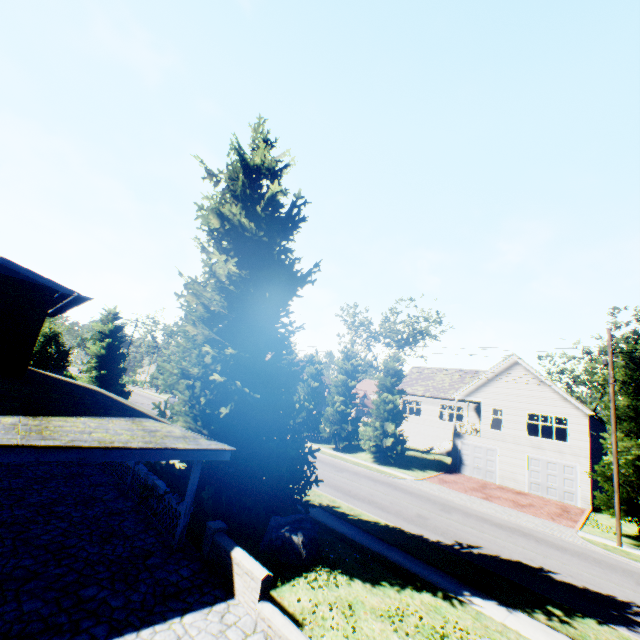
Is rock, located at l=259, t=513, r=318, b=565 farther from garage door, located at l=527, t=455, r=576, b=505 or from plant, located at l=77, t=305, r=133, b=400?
garage door, located at l=527, t=455, r=576, b=505

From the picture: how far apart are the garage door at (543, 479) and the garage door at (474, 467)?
2.2m

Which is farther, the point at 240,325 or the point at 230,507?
the point at 230,507

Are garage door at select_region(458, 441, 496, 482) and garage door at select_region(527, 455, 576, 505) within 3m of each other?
yes

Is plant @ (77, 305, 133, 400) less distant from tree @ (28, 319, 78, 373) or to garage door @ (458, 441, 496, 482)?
tree @ (28, 319, 78, 373)

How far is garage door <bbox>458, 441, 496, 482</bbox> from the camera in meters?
28.0

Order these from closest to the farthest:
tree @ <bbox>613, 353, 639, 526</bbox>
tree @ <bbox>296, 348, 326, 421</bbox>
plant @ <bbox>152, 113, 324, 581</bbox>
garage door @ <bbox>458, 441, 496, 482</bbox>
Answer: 1. plant @ <bbox>152, 113, 324, 581</bbox>
2. tree @ <bbox>613, 353, 639, 526</bbox>
3. garage door @ <bbox>458, 441, 496, 482</bbox>
4. tree @ <bbox>296, 348, 326, 421</bbox>

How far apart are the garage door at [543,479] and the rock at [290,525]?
23.2 meters
